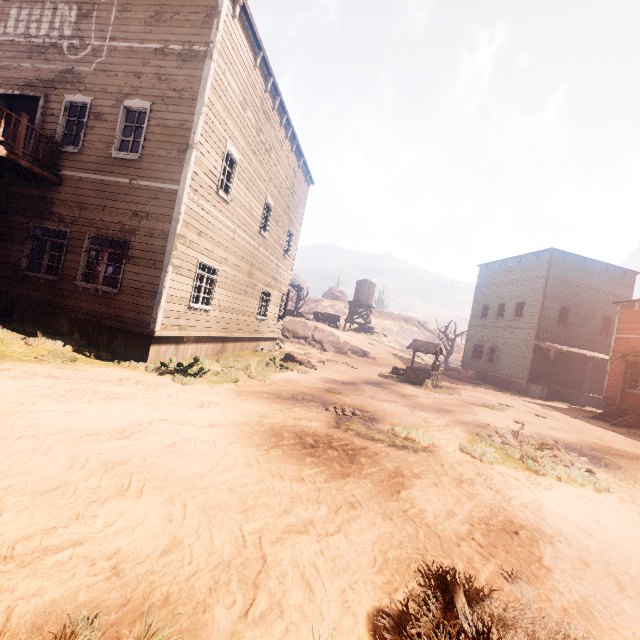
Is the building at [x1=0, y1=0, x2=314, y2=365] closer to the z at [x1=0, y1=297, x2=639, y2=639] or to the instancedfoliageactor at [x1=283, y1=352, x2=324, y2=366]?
the z at [x1=0, y1=297, x2=639, y2=639]

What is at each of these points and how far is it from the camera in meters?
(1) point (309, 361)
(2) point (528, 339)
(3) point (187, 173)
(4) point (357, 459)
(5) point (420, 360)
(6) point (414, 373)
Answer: (1) instancedfoliageactor, 15.6
(2) building, 24.5
(3) building, 8.8
(4) z, 5.2
(5) z, 35.6
(6) well, 17.3

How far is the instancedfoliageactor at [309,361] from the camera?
15.2m

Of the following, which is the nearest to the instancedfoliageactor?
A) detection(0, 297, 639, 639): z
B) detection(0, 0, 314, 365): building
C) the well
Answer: detection(0, 297, 639, 639): z

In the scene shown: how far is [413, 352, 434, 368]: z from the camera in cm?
2834

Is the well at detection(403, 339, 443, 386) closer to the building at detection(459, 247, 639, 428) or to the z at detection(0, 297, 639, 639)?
→ the z at detection(0, 297, 639, 639)

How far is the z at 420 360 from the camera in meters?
28.3
